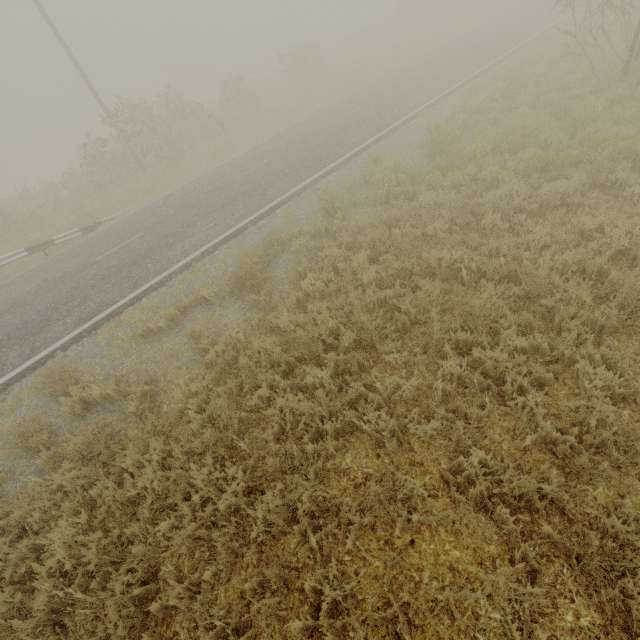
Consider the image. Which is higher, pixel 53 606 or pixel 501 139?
pixel 501 139
